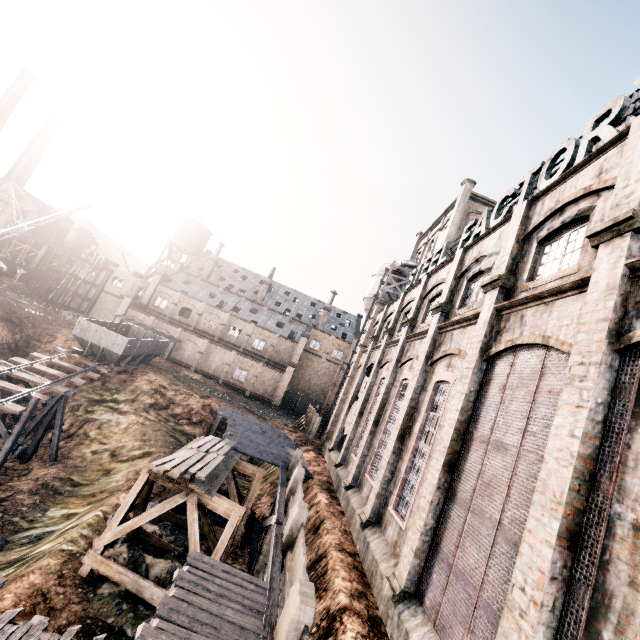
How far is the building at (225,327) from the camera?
48.8m

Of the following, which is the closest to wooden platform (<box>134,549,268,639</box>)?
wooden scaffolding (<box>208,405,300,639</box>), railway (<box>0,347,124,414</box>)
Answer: wooden scaffolding (<box>208,405,300,639</box>)

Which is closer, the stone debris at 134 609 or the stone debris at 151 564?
the stone debris at 134 609

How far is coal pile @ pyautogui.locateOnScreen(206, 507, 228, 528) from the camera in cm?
1855

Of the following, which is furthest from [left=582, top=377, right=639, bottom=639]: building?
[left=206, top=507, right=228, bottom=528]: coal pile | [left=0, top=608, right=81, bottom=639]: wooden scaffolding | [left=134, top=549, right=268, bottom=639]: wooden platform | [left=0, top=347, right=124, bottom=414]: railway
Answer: [left=0, top=347, right=124, bottom=414]: railway

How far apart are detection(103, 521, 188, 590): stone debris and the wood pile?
3.5m

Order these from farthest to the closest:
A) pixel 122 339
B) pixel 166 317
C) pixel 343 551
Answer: pixel 166 317, pixel 122 339, pixel 343 551

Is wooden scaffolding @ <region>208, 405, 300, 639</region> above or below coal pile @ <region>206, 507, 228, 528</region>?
above
